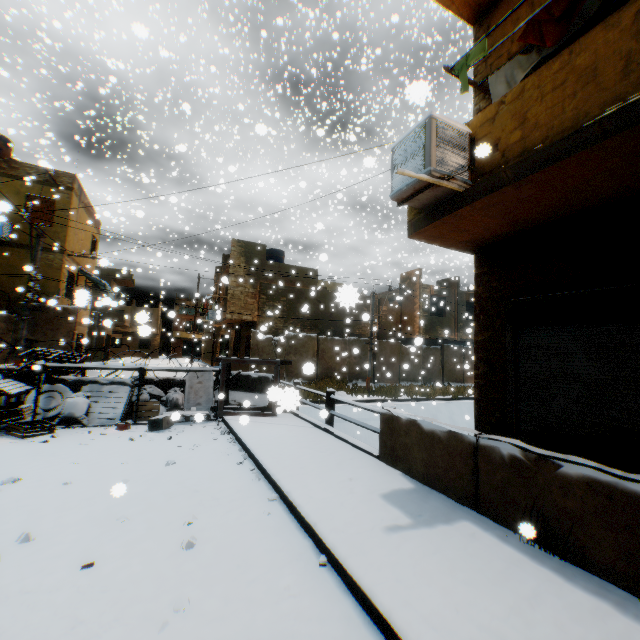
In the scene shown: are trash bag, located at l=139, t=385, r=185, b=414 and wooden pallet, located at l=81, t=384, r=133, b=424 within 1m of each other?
yes

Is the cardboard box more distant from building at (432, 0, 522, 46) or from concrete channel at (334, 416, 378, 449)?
concrete channel at (334, 416, 378, 449)

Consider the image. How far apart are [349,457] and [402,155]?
5.0 meters

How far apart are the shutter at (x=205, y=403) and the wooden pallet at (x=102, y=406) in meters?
1.6

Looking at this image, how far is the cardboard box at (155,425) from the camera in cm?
756

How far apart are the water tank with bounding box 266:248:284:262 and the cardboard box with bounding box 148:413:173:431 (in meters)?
18.21

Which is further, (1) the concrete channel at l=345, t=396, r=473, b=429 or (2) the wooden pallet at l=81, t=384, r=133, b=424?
(1) the concrete channel at l=345, t=396, r=473, b=429

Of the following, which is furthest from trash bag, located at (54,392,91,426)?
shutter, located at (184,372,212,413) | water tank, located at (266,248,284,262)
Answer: water tank, located at (266,248,284,262)
